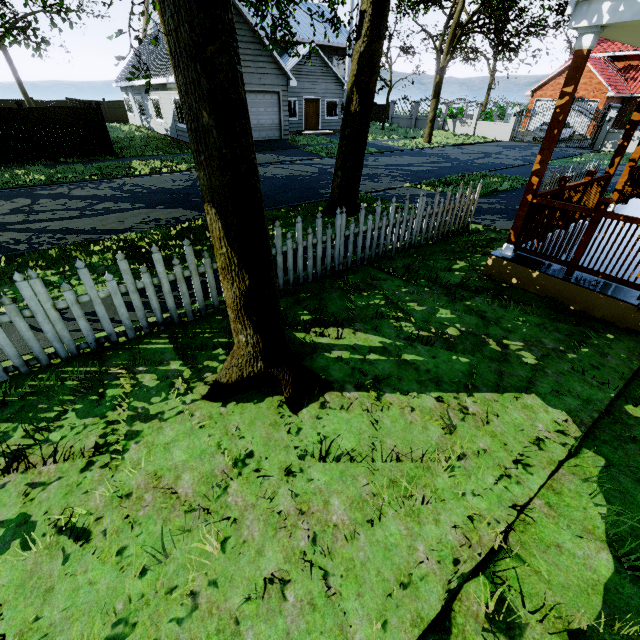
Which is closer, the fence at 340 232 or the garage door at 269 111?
the fence at 340 232

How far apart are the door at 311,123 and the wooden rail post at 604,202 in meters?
26.2

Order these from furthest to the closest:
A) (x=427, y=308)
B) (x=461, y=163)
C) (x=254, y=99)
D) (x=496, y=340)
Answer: (x=254, y=99)
(x=461, y=163)
(x=427, y=308)
(x=496, y=340)

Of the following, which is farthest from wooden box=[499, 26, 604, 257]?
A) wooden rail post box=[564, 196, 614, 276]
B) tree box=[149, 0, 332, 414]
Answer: tree box=[149, 0, 332, 414]

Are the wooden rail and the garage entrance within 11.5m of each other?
no

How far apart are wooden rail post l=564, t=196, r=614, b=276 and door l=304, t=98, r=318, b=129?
26.2 meters

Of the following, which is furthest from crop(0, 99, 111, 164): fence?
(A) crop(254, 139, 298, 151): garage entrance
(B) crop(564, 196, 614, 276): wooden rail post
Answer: (A) crop(254, 139, 298, 151): garage entrance

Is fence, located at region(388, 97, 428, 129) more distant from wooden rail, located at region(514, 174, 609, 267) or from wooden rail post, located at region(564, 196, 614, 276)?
wooden rail post, located at region(564, 196, 614, 276)
